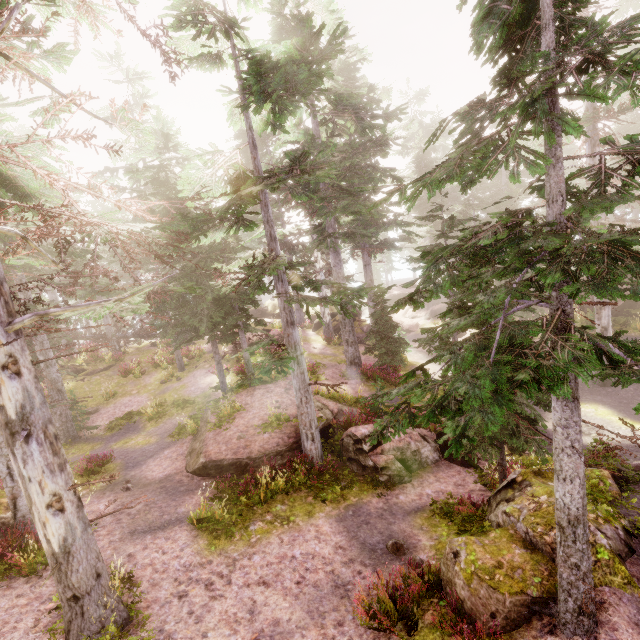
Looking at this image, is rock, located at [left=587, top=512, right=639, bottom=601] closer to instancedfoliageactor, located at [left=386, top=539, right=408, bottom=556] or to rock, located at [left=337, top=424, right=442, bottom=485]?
instancedfoliageactor, located at [left=386, top=539, right=408, bottom=556]

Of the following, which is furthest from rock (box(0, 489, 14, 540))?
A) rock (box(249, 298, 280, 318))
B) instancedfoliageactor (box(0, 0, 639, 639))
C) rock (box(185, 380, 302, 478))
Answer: rock (box(249, 298, 280, 318))

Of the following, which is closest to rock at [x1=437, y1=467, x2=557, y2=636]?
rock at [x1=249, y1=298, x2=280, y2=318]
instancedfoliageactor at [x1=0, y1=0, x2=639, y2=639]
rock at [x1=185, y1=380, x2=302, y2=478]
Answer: instancedfoliageactor at [x1=0, y1=0, x2=639, y2=639]

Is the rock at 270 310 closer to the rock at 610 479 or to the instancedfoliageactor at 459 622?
the instancedfoliageactor at 459 622

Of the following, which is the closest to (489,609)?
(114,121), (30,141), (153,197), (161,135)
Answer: (30,141)

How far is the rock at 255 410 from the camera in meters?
11.4 m

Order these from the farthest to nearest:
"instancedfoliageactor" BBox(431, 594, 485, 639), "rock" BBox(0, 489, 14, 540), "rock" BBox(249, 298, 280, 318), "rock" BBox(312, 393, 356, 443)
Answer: "rock" BBox(249, 298, 280, 318), "rock" BBox(312, 393, 356, 443), "rock" BBox(0, 489, 14, 540), "instancedfoliageactor" BBox(431, 594, 485, 639)
